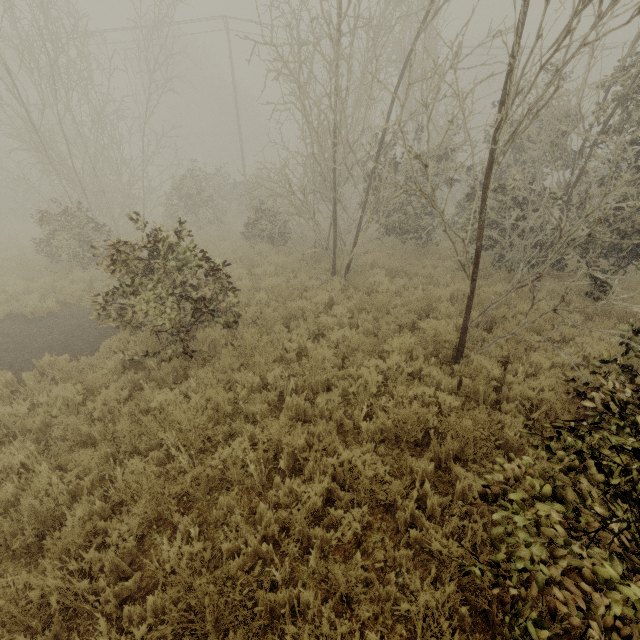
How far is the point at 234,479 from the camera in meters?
4.3 m
